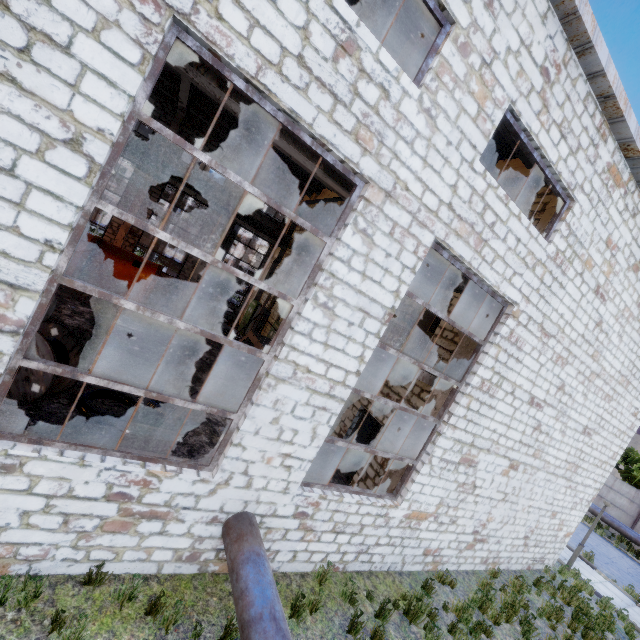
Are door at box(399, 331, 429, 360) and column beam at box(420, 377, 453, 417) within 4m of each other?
yes

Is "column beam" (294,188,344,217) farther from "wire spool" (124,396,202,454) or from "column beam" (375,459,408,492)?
"wire spool" (124,396,202,454)

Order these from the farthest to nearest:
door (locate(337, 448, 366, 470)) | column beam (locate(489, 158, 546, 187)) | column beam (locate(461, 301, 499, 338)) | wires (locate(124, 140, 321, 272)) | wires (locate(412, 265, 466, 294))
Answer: wires (locate(124, 140, 321, 272))
door (locate(337, 448, 366, 470))
wires (locate(412, 265, 466, 294))
column beam (locate(489, 158, 546, 187))
column beam (locate(461, 301, 499, 338))

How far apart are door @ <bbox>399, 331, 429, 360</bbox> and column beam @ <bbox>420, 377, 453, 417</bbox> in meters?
1.6 m

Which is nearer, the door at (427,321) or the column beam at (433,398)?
the column beam at (433,398)

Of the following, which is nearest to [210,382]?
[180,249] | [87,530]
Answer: [87,530]

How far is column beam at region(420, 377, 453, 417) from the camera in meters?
7.9

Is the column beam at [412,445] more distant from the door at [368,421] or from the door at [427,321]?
the door at [368,421]
